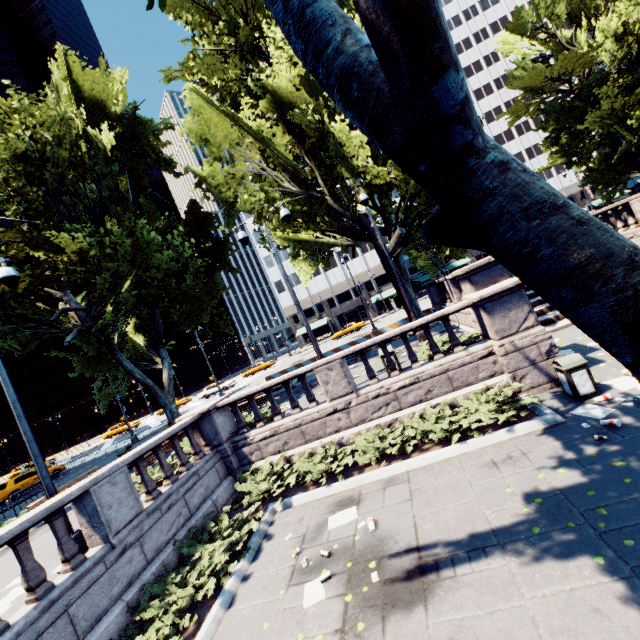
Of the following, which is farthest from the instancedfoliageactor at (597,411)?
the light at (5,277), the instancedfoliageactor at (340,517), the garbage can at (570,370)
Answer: the light at (5,277)

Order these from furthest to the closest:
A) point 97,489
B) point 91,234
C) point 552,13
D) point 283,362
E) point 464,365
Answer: point 283,362 < point 552,13 < point 91,234 < point 464,365 < point 97,489

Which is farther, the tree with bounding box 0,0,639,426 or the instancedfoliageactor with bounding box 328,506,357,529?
the instancedfoliageactor with bounding box 328,506,357,529

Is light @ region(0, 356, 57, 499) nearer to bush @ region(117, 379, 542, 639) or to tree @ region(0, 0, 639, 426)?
bush @ region(117, 379, 542, 639)

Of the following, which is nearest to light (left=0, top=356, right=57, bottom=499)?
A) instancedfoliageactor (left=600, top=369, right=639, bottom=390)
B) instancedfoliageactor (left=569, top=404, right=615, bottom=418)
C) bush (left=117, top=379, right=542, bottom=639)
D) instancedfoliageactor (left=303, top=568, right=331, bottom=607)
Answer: bush (left=117, top=379, right=542, bottom=639)

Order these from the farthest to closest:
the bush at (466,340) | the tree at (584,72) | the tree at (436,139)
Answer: the tree at (584,72) → the bush at (466,340) → the tree at (436,139)

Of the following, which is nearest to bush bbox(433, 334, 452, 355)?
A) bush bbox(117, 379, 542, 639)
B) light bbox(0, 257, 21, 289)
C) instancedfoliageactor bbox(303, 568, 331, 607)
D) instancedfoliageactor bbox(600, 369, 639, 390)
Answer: bush bbox(117, 379, 542, 639)

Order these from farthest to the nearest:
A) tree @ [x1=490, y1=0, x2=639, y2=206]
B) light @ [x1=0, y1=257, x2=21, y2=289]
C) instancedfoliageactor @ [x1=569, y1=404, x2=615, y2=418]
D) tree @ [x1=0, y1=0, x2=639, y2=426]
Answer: tree @ [x1=490, y1=0, x2=639, y2=206] → light @ [x1=0, y1=257, x2=21, y2=289] → instancedfoliageactor @ [x1=569, y1=404, x2=615, y2=418] → tree @ [x1=0, y1=0, x2=639, y2=426]
